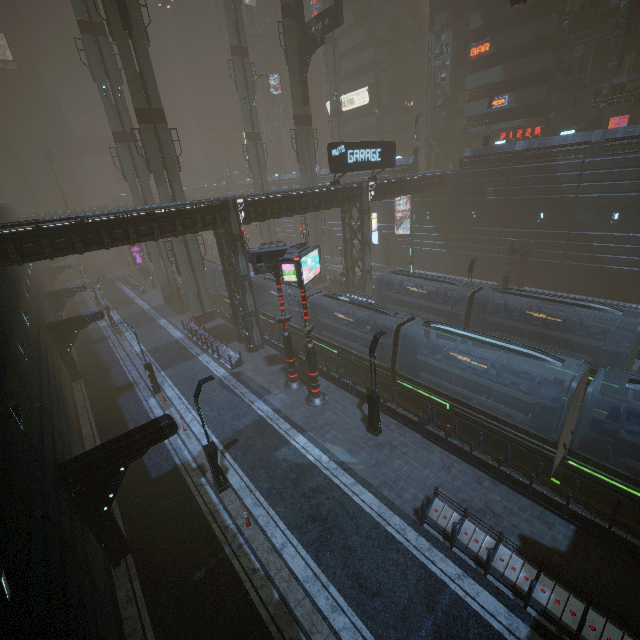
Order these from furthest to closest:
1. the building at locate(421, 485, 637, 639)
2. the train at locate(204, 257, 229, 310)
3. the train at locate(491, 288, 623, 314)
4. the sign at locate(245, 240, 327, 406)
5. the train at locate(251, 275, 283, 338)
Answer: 1. the train at locate(204, 257, 229, 310)
2. the train at locate(251, 275, 283, 338)
3. the train at locate(491, 288, 623, 314)
4. the sign at locate(245, 240, 327, 406)
5. the building at locate(421, 485, 637, 639)

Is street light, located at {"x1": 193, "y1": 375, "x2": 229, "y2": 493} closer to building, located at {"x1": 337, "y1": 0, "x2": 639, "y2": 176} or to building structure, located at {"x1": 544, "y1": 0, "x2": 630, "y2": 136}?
building, located at {"x1": 337, "y1": 0, "x2": 639, "y2": 176}

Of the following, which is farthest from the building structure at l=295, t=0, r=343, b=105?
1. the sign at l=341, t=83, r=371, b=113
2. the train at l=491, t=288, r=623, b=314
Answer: the train at l=491, t=288, r=623, b=314

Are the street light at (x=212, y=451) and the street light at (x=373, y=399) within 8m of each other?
yes

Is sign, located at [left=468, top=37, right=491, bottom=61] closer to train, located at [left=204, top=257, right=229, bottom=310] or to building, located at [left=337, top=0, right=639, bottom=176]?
building, located at [left=337, top=0, right=639, bottom=176]

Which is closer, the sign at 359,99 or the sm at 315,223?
the sm at 315,223

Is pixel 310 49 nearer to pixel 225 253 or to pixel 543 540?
pixel 225 253

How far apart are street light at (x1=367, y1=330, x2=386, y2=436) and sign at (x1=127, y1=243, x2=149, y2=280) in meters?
50.1 m
